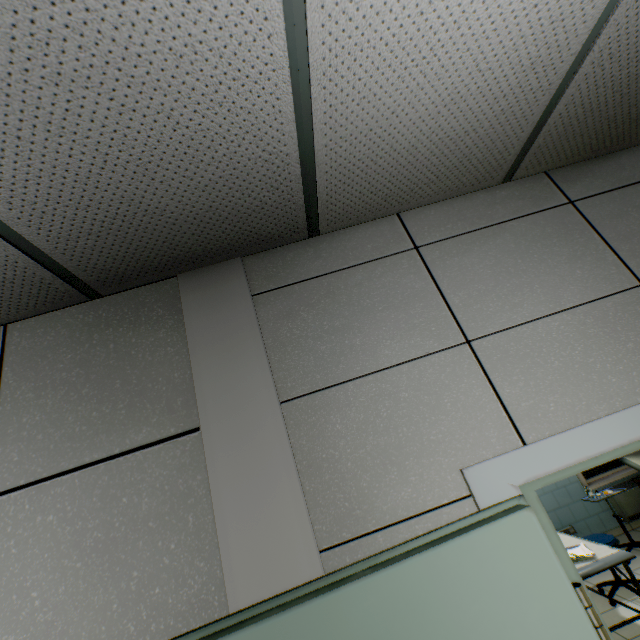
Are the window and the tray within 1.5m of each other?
no

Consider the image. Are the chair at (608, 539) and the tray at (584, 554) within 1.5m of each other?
yes

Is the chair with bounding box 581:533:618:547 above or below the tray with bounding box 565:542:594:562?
below

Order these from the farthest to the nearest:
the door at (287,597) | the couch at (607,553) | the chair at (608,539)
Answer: the chair at (608,539) → the couch at (607,553) → the door at (287,597)

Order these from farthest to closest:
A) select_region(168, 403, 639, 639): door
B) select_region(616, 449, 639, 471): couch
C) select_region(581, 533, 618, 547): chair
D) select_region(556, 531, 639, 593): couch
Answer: select_region(616, 449, 639, 471): couch → select_region(581, 533, 618, 547): chair → select_region(556, 531, 639, 593): couch → select_region(168, 403, 639, 639): door

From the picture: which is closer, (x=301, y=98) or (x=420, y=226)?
(x=301, y=98)

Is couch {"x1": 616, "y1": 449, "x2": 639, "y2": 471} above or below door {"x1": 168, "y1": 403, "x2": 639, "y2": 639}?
below

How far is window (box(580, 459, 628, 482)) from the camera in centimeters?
553cm
